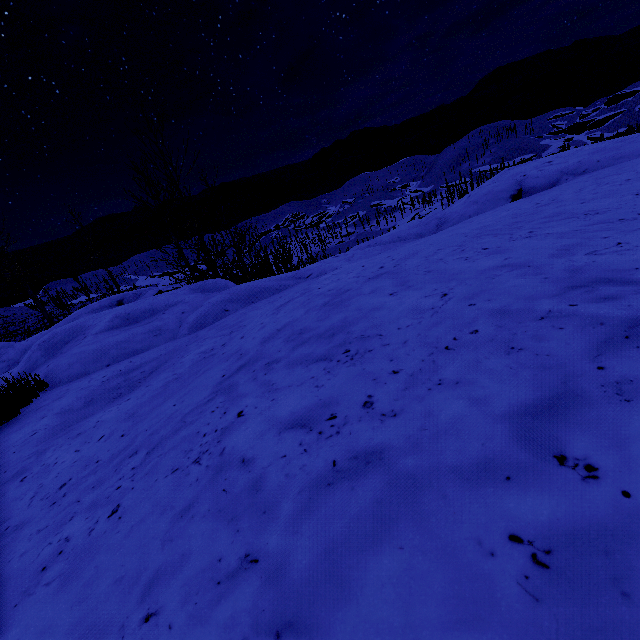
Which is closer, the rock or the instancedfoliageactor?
the rock

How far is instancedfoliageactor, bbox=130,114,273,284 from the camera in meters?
11.6 m

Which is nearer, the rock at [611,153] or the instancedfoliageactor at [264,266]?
the rock at [611,153]

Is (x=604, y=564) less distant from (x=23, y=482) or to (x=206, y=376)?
(x=206, y=376)

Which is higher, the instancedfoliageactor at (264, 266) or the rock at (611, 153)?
the rock at (611, 153)

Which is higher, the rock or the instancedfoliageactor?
the rock
